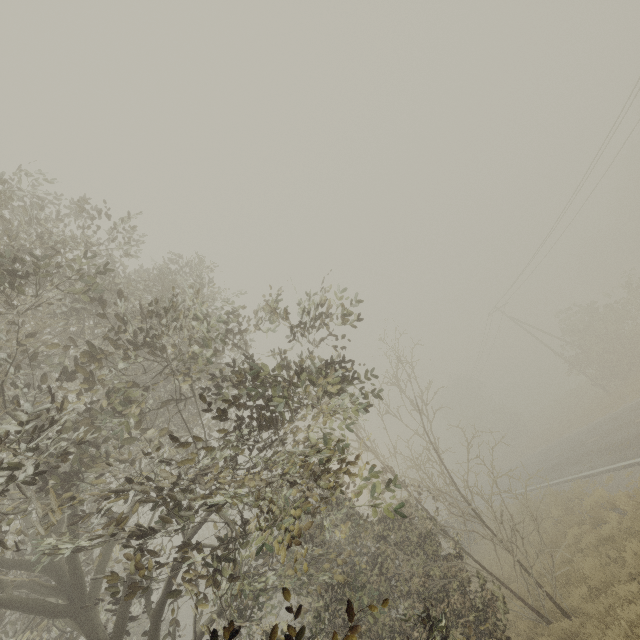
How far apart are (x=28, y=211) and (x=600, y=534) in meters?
17.7
